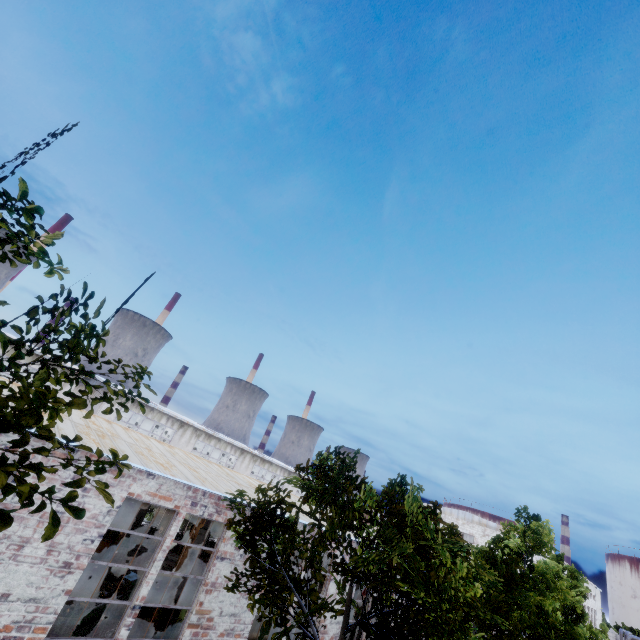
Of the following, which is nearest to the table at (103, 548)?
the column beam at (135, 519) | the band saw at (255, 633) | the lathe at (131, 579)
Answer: the column beam at (135, 519)

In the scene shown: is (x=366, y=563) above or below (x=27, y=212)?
below

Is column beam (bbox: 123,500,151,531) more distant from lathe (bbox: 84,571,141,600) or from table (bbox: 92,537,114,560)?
lathe (bbox: 84,571,141,600)

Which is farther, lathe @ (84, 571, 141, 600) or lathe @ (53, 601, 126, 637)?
lathe @ (84, 571, 141, 600)

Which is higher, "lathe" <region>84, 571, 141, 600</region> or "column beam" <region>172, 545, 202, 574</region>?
"column beam" <region>172, 545, 202, 574</region>

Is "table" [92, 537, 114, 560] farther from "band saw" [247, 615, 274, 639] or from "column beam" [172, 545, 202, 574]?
"band saw" [247, 615, 274, 639]

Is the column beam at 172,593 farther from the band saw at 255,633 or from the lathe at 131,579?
the band saw at 255,633

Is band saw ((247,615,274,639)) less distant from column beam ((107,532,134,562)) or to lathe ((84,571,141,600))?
column beam ((107,532,134,562))
